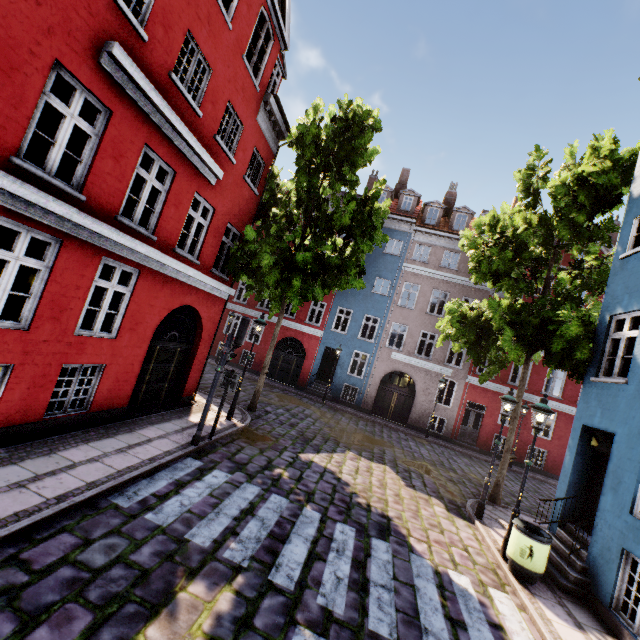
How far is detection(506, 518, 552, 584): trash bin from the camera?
6.6m

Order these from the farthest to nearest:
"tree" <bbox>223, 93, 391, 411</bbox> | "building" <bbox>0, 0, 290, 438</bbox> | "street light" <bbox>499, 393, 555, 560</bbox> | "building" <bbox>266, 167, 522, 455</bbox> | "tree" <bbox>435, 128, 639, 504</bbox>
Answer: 1. "building" <bbox>266, 167, 522, 455</bbox>
2. "tree" <bbox>223, 93, 391, 411</bbox>
3. "tree" <bbox>435, 128, 639, 504</bbox>
4. "street light" <bbox>499, 393, 555, 560</bbox>
5. "building" <bbox>0, 0, 290, 438</bbox>

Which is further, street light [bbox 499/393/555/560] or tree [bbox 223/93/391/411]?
tree [bbox 223/93/391/411]

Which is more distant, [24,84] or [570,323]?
[570,323]

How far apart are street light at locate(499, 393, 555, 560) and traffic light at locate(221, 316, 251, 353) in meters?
7.2 m

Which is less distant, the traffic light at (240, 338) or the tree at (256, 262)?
the traffic light at (240, 338)

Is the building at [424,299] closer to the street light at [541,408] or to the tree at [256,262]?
the street light at [541,408]

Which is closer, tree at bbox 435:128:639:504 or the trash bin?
the trash bin
